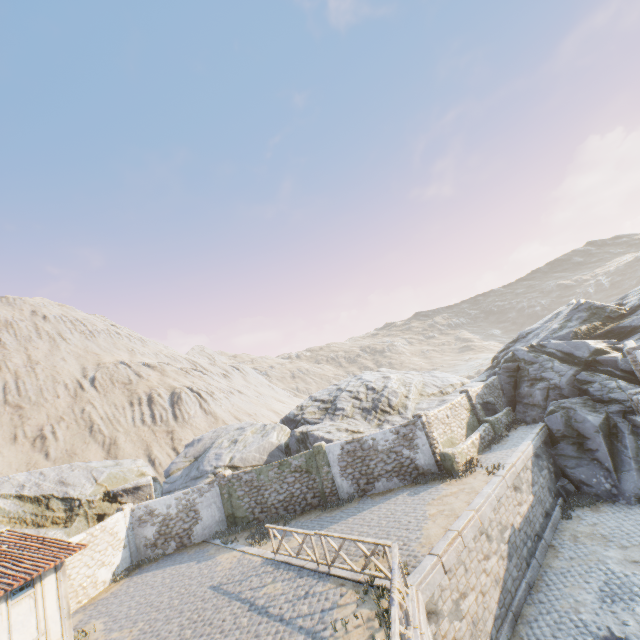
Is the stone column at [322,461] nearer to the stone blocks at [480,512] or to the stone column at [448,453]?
the stone blocks at [480,512]

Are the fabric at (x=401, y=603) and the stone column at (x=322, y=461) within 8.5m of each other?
no

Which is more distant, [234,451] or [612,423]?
[234,451]

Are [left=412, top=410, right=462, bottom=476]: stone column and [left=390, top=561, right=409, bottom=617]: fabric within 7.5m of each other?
no

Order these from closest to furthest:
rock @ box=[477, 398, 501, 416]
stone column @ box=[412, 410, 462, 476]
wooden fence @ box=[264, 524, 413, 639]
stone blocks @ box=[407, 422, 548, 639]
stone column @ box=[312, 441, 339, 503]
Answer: wooden fence @ box=[264, 524, 413, 639] → stone blocks @ box=[407, 422, 548, 639] → stone column @ box=[412, 410, 462, 476] → stone column @ box=[312, 441, 339, 503] → rock @ box=[477, 398, 501, 416]

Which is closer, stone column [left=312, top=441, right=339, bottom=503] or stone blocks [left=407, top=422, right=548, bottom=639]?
stone blocks [left=407, top=422, right=548, bottom=639]

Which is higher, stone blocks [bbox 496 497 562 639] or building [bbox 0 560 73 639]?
building [bbox 0 560 73 639]

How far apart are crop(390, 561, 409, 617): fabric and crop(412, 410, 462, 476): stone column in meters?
9.0 m
